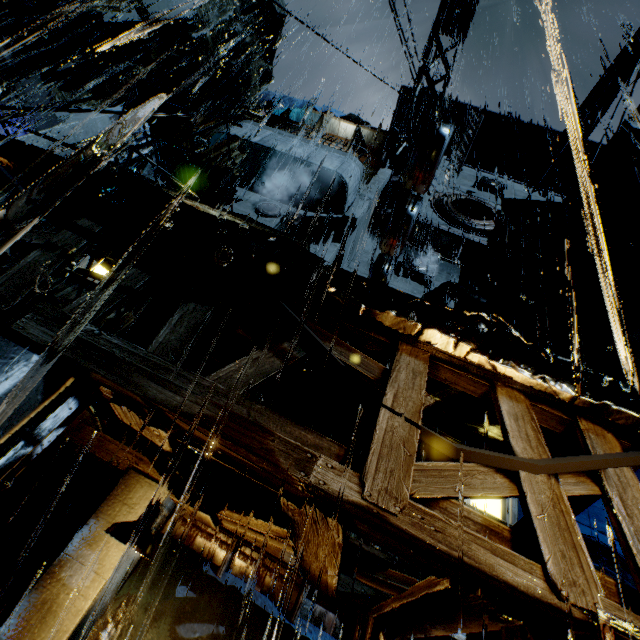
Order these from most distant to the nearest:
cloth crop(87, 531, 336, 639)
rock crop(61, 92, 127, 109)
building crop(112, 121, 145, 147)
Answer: rock crop(61, 92, 127, 109)
building crop(112, 121, 145, 147)
cloth crop(87, 531, 336, 639)

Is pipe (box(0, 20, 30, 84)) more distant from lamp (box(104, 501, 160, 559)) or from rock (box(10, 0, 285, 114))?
lamp (box(104, 501, 160, 559))

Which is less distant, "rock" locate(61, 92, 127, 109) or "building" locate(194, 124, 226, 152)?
"building" locate(194, 124, 226, 152)

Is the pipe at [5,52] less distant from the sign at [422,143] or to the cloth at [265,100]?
the cloth at [265,100]

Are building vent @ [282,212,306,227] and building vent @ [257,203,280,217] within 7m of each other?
yes

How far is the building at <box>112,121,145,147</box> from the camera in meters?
29.8

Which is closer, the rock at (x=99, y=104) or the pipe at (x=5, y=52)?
the pipe at (x=5, y=52)

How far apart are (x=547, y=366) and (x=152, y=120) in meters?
12.0
